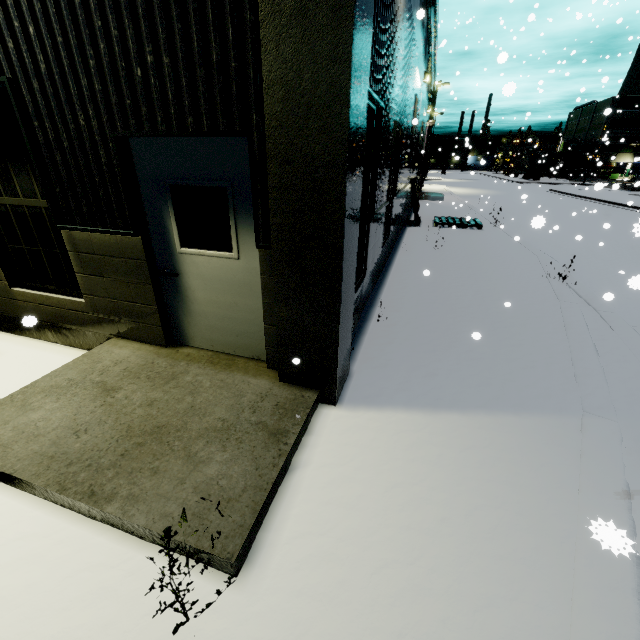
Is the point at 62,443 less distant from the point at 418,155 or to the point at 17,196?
the point at 17,196

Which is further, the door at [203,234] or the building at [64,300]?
the door at [203,234]

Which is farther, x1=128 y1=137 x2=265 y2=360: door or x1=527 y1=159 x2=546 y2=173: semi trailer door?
x1=527 y1=159 x2=546 y2=173: semi trailer door

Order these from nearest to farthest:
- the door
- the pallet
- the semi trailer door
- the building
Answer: the building → the door → the pallet → the semi trailer door

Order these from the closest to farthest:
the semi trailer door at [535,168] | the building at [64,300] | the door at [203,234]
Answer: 1. the building at [64,300]
2. the door at [203,234]
3. the semi trailer door at [535,168]

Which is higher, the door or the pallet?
the door

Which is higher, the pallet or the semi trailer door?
the semi trailer door

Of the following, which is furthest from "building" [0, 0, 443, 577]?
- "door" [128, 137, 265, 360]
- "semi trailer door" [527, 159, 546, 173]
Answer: "semi trailer door" [527, 159, 546, 173]
